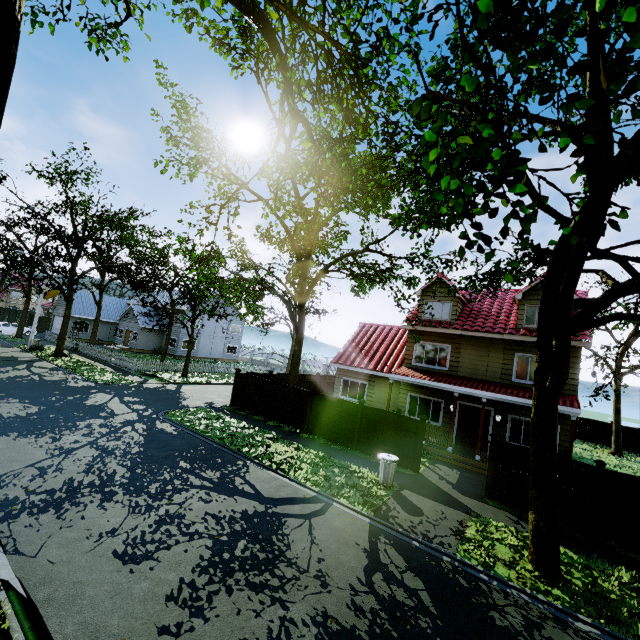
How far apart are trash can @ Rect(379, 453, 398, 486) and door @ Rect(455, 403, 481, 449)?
6.9 meters

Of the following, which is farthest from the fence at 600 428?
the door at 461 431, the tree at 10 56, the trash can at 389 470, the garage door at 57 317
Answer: the garage door at 57 317

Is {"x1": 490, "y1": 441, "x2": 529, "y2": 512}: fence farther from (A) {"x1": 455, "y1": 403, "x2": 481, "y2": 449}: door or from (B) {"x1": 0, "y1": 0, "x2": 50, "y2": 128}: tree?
(A) {"x1": 455, "y1": 403, "x2": 481, "y2": 449}: door

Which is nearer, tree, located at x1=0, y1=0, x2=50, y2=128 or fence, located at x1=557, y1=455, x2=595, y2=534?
tree, located at x1=0, y1=0, x2=50, y2=128

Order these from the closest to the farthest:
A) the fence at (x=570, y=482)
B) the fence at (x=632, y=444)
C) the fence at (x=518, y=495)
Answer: the fence at (x=570, y=482)
the fence at (x=518, y=495)
the fence at (x=632, y=444)

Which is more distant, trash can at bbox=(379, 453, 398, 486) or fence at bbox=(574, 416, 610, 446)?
fence at bbox=(574, 416, 610, 446)

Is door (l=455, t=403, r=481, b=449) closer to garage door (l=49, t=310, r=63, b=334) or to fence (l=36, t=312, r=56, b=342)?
fence (l=36, t=312, r=56, b=342)

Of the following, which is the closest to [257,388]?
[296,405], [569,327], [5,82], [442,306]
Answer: [296,405]
